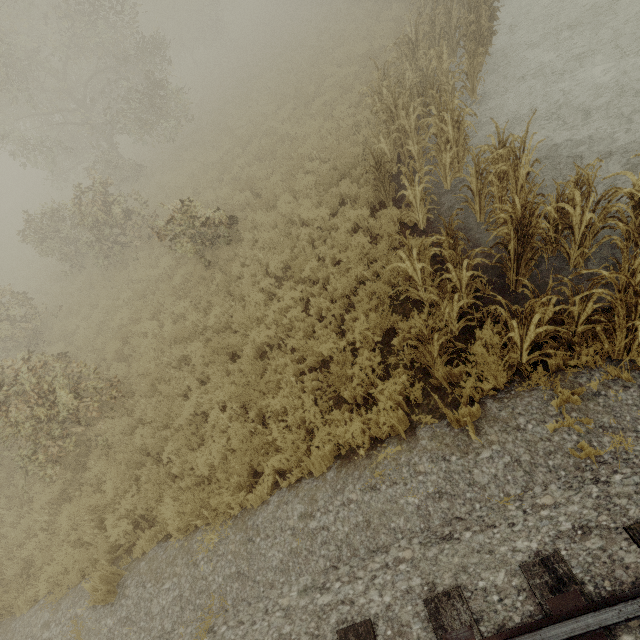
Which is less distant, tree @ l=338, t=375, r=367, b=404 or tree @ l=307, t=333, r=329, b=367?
tree @ l=338, t=375, r=367, b=404

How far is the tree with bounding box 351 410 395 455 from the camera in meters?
4.9

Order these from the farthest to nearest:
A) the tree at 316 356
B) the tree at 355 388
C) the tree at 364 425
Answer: the tree at 316 356 → the tree at 355 388 → the tree at 364 425

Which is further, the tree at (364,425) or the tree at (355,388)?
the tree at (355,388)

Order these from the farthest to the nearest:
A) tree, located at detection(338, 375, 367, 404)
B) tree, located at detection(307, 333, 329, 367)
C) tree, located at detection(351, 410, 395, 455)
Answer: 1. tree, located at detection(307, 333, 329, 367)
2. tree, located at detection(338, 375, 367, 404)
3. tree, located at detection(351, 410, 395, 455)

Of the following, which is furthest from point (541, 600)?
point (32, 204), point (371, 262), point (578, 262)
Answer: point (32, 204)
